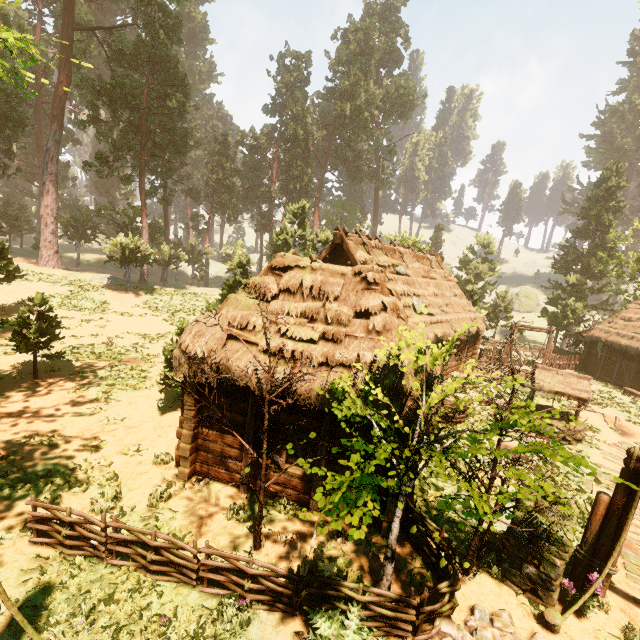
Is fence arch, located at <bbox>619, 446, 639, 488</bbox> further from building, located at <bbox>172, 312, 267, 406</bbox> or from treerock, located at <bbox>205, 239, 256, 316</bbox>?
building, located at <bbox>172, 312, 267, 406</bbox>

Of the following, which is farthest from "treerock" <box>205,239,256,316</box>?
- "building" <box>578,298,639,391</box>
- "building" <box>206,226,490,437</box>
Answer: "building" <box>578,298,639,391</box>

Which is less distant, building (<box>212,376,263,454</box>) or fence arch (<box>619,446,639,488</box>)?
fence arch (<box>619,446,639,488</box>)

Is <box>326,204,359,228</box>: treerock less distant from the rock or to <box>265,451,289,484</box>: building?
<box>265,451,289,484</box>: building

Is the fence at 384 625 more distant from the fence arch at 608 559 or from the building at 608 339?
the building at 608 339

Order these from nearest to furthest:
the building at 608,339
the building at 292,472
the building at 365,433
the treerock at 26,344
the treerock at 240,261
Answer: the building at 365,433 → the building at 292,472 → the treerock at 26,344 → the treerock at 240,261 → the building at 608,339

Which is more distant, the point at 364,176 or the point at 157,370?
the point at 364,176

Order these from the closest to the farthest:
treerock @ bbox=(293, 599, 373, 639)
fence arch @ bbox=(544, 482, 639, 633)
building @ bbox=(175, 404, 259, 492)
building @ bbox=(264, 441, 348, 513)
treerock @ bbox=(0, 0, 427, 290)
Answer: treerock @ bbox=(293, 599, 373, 639) → fence arch @ bbox=(544, 482, 639, 633) → building @ bbox=(264, 441, 348, 513) → building @ bbox=(175, 404, 259, 492) → treerock @ bbox=(0, 0, 427, 290)
